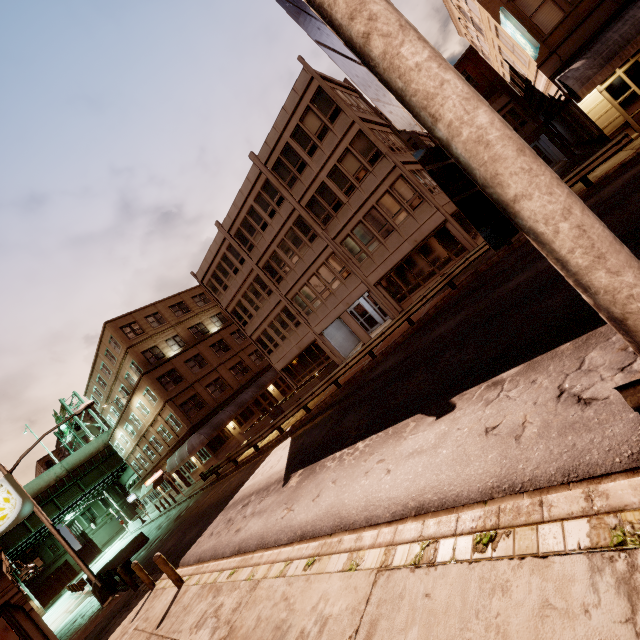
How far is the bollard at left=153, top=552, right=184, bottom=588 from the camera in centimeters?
986cm

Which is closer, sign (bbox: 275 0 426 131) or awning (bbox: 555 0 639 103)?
sign (bbox: 275 0 426 131)

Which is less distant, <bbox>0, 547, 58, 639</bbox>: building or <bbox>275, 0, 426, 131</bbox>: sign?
<bbox>275, 0, 426, 131</bbox>: sign

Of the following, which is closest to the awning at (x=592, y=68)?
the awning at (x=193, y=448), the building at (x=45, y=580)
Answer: the awning at (x=193, y=448)

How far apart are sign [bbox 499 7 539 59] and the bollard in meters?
23.3

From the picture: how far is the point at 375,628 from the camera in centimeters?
362cm

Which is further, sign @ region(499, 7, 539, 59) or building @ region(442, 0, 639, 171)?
building @ region(442, 0, 639, 171)

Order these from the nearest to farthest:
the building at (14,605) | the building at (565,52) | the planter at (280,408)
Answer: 1. the building at (14,605)
2. the building at (565,52)
3. the planter at (280,408)
